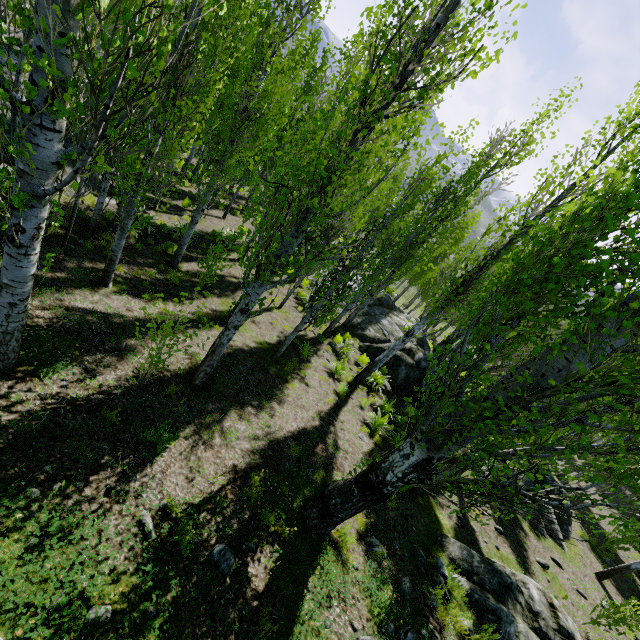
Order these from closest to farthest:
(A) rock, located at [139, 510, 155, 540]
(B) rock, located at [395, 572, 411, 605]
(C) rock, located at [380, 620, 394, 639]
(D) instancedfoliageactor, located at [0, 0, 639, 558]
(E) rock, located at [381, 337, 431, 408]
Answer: (D) instancedfoliageactor, located at [0, 0, 639, 558]
(A) rock, located at [139, 510, 155, 540]
(C) rock, located at [380, 620, 394, 639]
(B) rock, located at [395, 572, 411, 605]
(E) rock, located at [381, 337, 431, 408]

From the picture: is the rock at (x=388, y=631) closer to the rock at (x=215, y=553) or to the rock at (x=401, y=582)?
the rock at (x=401, y=582)

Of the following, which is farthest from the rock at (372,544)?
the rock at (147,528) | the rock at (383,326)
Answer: the rock at (383,326)

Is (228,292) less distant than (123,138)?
No

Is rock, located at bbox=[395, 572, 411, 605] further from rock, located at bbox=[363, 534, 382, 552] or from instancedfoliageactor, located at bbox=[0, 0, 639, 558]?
instancedfoliageactor, located at bbox=[0, 0, 639, 558]

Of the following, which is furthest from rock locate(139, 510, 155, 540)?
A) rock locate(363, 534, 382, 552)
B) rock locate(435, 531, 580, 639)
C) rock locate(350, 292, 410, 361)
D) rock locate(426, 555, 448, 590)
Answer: rock locate(350, 292, 410, 361)

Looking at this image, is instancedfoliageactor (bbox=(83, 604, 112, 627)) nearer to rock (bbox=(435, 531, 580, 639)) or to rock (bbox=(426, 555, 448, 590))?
rock (bbox=(435, 531, 580, 639))

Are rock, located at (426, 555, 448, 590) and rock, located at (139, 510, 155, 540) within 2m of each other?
no
